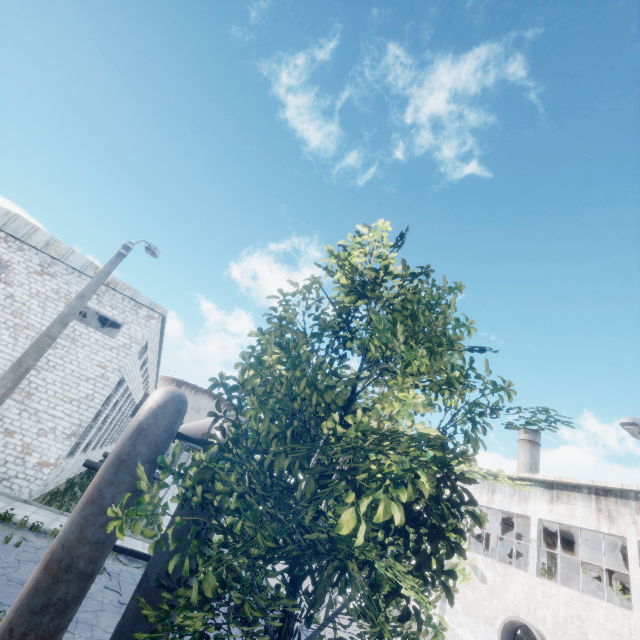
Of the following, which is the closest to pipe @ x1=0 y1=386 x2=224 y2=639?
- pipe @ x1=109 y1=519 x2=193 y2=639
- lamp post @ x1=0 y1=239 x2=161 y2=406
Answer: pipe @ x1=109 y1=519 x2=193 y2=639

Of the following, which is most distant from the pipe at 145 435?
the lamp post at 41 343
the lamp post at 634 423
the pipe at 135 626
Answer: the lamp post at 634 423

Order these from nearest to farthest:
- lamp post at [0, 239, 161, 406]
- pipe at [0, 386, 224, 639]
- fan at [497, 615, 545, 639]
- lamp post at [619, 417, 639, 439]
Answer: pipe at [0, 386, 224, 639], lamp post at [0, 239, 161, 406], lamp post at [619, 417, 639, 439], fan at [497, 615, 545, 639]

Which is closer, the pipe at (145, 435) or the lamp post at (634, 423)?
the pipe at (145, 435)

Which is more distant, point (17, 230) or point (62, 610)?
point (17, 230)

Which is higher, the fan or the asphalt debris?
the fan

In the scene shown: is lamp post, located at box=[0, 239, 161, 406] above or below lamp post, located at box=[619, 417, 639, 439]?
below

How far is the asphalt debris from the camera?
10.26m
